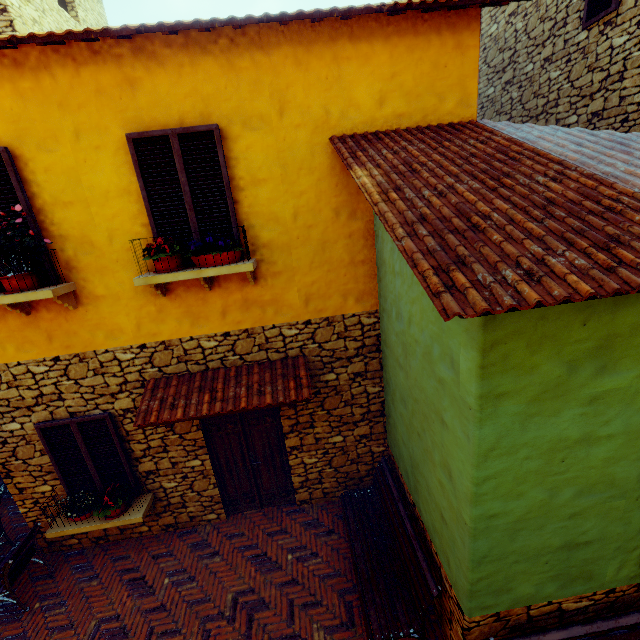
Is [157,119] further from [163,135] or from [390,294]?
[390,294]

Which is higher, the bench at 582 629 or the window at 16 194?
the window at 16 194

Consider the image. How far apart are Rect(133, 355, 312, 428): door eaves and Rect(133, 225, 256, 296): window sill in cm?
123

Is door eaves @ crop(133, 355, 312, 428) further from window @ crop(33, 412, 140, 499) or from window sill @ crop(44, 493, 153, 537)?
window sill @ crop(44, 493, 153, 537)

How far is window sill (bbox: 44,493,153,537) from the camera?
5.1m

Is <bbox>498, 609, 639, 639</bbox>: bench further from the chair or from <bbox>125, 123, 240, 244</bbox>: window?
the chair

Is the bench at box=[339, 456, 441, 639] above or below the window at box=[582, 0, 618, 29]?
below

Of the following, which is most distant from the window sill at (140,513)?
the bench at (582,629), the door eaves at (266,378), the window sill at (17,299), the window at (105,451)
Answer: the bench at (582,629)
